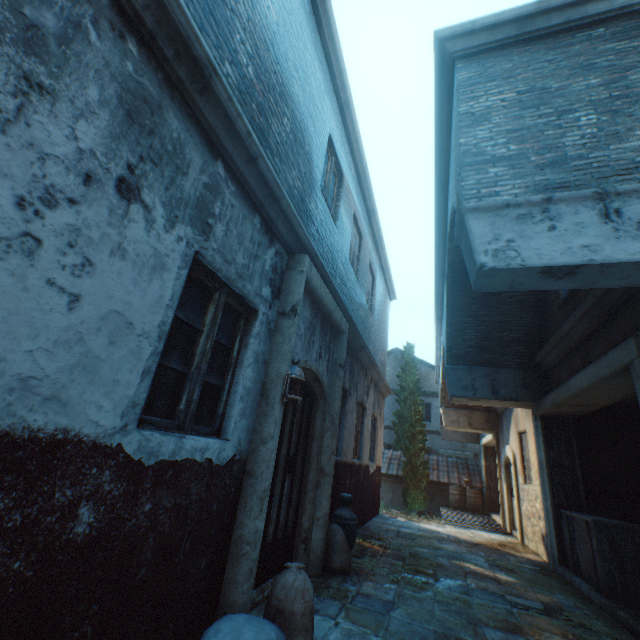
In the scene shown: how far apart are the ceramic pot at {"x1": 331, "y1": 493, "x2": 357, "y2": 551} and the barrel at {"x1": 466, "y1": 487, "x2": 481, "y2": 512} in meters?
12.2 m

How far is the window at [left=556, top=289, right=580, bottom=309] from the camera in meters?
5.3

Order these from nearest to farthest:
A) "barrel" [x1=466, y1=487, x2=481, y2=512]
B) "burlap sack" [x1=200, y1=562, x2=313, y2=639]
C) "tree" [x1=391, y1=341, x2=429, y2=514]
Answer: "burlap sack" [x1=200, y1=562, x2=313, y2=639] < "barrel" [x1=466, y1=487, x2=481, y2=512] < "tree" [x1=391, y1=341, x2=429, y2=514]

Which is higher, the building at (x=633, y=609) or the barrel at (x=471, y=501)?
the barrel at (x=471, y=501)

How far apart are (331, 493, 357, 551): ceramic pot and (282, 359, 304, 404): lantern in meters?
2.7 m

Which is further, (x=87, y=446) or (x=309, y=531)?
(x=309, y=531)

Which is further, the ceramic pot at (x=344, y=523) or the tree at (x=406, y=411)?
the tree at (x=406, y=411)

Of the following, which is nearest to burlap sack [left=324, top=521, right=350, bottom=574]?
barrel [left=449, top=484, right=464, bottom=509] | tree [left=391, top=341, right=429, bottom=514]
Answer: tree [left=391, top=341, right=429, bottom=514]
